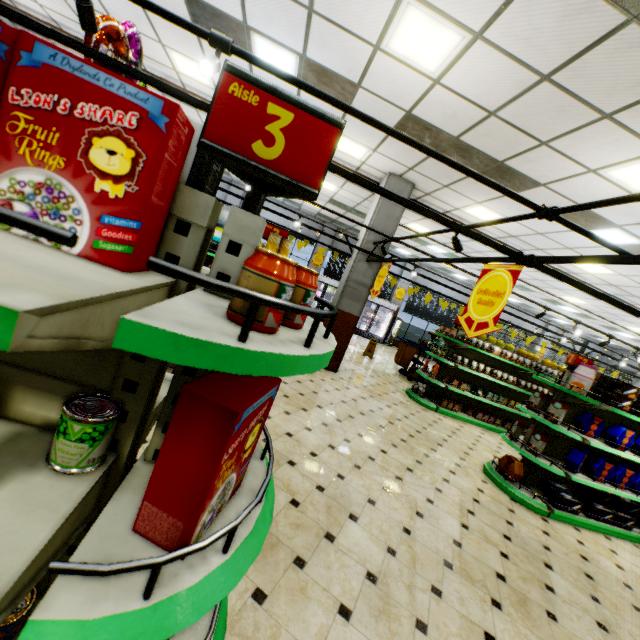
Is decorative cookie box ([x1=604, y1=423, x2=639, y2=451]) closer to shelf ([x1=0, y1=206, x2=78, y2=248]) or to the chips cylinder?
the chips cylinder

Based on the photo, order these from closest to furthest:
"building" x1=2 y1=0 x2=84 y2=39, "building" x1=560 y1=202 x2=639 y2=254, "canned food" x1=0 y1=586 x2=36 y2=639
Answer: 1. "canned food" x1=0 y1=586 x2=36 y2=639
2. "building" x1=560 y1=202 x2=639 y2=254
3. "building" x1=2 y1=0 x2=84 y2=39

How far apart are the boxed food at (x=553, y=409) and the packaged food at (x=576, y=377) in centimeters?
43cm

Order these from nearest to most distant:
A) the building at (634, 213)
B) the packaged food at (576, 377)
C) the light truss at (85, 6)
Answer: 1. the light truss at (85, 6)
2. the packaged food at (576, 377)
3. the building at (634, 213)

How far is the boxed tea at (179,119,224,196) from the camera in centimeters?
102cm

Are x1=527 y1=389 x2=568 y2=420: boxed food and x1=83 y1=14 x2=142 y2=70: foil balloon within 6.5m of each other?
no

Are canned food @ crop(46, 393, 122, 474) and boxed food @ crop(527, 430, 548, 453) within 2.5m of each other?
no

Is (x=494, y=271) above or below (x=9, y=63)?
above
